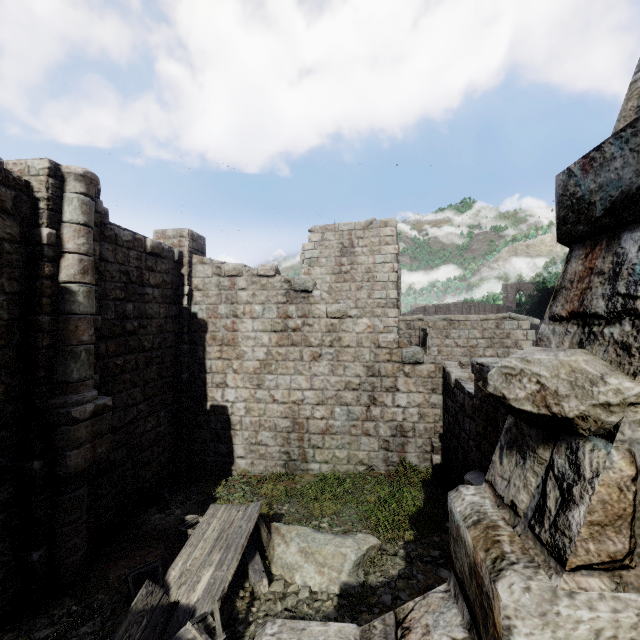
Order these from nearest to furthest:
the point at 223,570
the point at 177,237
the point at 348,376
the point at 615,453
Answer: the point at 615,453 < the point at 223,570 < the point at 348,376 < the point at 177,237

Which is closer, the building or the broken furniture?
the building

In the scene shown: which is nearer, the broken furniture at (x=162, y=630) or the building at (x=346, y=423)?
the building at (x=346, y=423)
